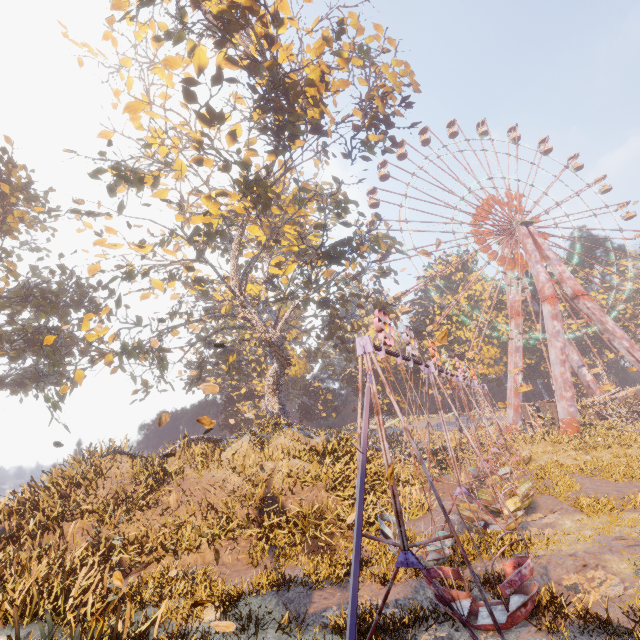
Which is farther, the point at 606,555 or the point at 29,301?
the point at 29,301

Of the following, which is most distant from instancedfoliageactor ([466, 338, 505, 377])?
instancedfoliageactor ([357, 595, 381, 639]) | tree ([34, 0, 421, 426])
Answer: instancedfoliageactor ([357, 595, 381, 639])

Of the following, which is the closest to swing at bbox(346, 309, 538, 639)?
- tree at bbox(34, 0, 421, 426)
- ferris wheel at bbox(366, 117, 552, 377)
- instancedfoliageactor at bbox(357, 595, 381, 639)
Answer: instancedfoliageactor at bbox(357, 595, 381, 639)

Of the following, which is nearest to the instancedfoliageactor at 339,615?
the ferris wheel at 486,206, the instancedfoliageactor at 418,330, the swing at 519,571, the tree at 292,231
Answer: the swing at 519,571

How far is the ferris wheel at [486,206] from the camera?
40.94m

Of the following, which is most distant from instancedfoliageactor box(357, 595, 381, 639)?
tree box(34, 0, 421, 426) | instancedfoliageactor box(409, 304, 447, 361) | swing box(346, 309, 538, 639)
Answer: instancedfoliageactor box(409, 304, 447, 361)

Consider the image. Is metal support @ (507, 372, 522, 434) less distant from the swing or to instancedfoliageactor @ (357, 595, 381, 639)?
the swing

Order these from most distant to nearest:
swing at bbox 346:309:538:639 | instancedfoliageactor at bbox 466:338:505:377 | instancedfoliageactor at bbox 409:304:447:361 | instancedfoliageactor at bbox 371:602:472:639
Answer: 1. instancedfoliageactor at bbox 409:304:447:361
2. instancedfoliageactor at bbox 466:338:505:377
3. instancedfoliageactor at bbox 371:602:472:639
4. swing at bbox 346:309:538:639
